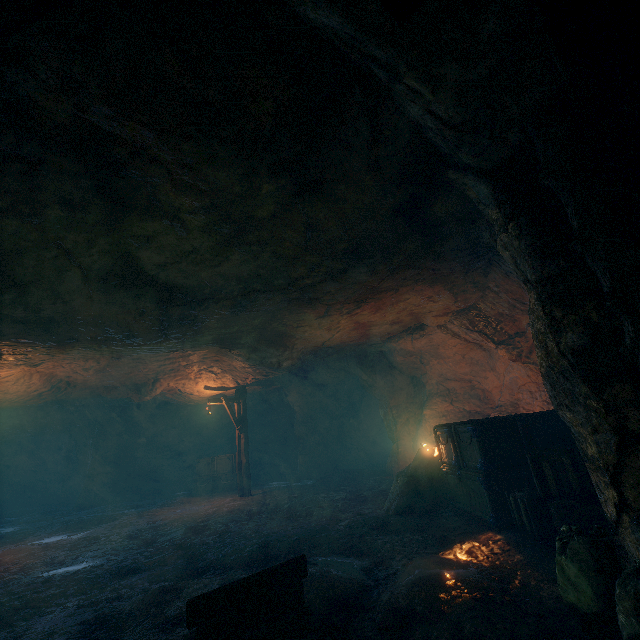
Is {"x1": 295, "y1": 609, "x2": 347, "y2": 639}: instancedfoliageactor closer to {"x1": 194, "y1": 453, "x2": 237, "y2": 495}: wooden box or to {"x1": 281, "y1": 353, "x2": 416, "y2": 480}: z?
{"x1": 281, "y1": 353, "x2": 416, "y2": 480}: z

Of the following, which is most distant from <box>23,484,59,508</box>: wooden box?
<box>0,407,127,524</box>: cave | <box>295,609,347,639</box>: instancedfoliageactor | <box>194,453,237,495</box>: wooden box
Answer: <box>295,609,347,639</box>: instancedfoliageactor

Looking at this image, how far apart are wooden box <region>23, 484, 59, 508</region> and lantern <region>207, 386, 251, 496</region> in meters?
16.7

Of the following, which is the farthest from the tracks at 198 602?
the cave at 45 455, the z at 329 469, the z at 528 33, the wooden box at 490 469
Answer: the cave at 45 455

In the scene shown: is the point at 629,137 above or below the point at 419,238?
below

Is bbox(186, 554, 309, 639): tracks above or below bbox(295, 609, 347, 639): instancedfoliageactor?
above

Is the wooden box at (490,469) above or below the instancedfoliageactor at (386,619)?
above

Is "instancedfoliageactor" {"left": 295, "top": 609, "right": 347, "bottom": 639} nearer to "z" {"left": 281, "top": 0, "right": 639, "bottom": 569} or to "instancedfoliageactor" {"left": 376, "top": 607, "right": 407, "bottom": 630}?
"instancedfoliageactor" {"left": 376, "top": 607, "right": 407, "bottom": 630}
